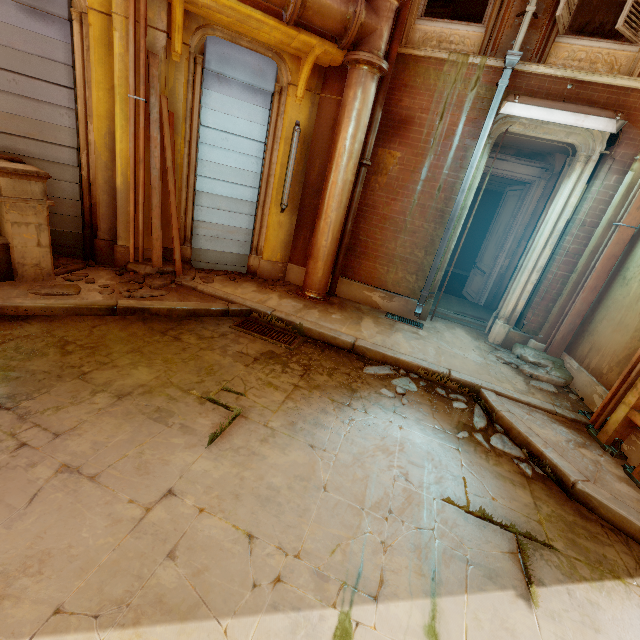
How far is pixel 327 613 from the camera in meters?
2.0

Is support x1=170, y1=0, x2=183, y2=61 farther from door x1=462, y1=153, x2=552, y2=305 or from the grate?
door x1=462, y1=153, x2=552, y2=305

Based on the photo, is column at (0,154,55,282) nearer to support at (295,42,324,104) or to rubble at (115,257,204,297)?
rubble at (115,257,204,297)

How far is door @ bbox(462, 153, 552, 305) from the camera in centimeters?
741cm

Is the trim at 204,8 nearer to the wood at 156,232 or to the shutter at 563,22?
the wood at 156,232

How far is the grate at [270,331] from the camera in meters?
4.9 m

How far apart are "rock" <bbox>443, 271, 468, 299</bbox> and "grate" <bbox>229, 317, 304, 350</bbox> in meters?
11.0

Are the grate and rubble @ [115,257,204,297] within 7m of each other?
yes
